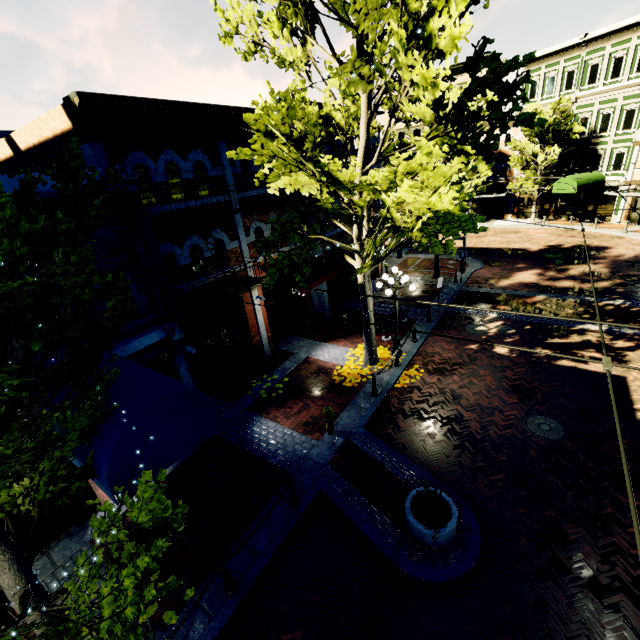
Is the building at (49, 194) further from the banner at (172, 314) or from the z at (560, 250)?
the banner at (172, 314)

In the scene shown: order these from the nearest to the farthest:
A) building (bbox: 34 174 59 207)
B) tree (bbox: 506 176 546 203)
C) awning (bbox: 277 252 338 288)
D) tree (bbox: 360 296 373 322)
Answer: building (bbox: 34 174 59 207), tree (bbox: 360 296 373 322), awning (bbox: 277 252 338 288), tree (bbox: 506 176 546 203)

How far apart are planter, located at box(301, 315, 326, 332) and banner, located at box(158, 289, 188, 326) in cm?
740

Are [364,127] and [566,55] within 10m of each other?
no

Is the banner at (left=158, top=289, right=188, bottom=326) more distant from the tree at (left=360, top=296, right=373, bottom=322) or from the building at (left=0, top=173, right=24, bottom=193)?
the building at (left=0, top=173, right=24, bottom=193)

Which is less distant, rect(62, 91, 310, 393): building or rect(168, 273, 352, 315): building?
rect(62, 91, 310, 393): building

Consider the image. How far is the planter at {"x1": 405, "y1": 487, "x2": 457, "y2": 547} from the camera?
6.25m

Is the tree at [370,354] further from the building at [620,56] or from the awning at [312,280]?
the awning at [312,280]
